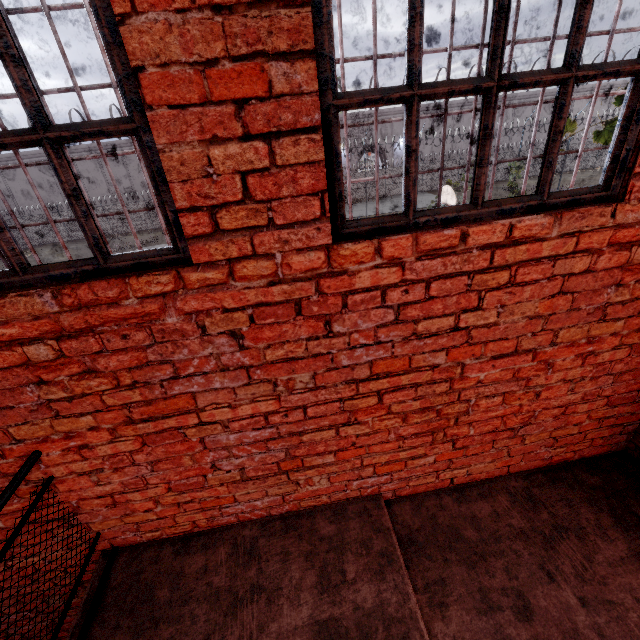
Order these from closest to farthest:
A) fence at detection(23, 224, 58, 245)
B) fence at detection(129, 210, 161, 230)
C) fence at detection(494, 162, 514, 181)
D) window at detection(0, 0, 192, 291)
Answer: window at detection(0, 0, 192, 291) → fence at detection(23, 224, 58, 245) → fence at detection(129, 210, 161, 230) → fence at detection(494, 162, 514, 181)

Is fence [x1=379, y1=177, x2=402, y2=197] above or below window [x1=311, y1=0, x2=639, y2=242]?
below

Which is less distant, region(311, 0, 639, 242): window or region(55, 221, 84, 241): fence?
region(311, 0, 639, 242): window

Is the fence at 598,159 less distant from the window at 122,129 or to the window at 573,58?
the window at 573,58

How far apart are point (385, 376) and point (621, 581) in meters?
1.8

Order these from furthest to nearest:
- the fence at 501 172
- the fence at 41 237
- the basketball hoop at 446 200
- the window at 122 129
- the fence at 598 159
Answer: the fence at 598 159
the fence at 501 172
the fence at 41 237
the basketball hoop at 446 200
the window at 122 129

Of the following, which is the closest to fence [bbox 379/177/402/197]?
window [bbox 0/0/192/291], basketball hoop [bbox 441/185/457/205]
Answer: basketball hoop [bbox 441/185/457/205]

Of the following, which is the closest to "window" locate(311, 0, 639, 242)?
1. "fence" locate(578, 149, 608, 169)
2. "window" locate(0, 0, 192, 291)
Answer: "window" locate(0, 0, 192, 291)
